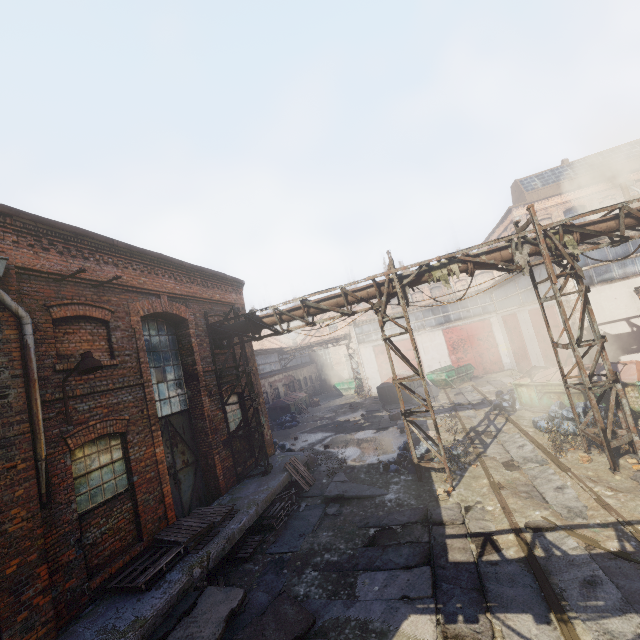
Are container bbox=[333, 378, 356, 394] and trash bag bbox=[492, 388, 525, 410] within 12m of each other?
no

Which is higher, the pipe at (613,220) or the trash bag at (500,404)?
the pipe at (613,220)

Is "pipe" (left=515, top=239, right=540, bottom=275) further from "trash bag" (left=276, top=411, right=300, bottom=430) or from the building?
"trash bag" (left=276, top=411, right=300, bottom=430)

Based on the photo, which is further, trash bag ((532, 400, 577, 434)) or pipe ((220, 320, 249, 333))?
pipe ((220, 320, 249, 333))

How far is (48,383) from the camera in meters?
6.2

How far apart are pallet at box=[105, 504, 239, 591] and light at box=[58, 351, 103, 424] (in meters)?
3.19

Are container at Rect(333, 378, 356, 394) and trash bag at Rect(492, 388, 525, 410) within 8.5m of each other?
no

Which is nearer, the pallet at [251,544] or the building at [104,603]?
the building at [104,603]
